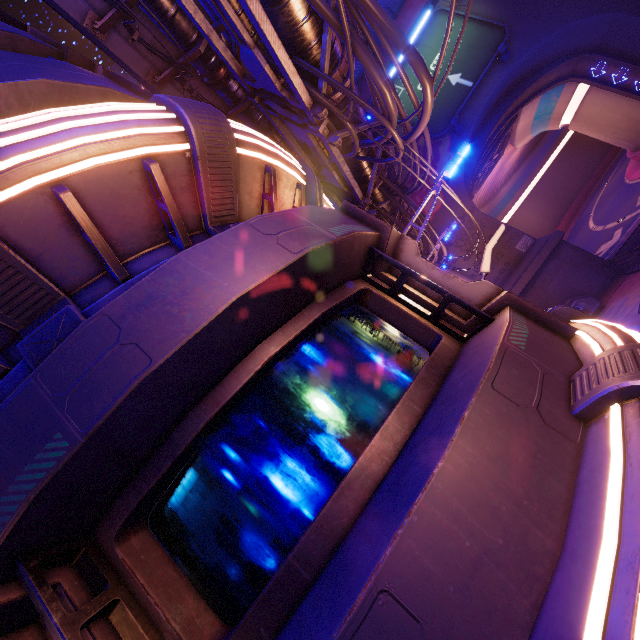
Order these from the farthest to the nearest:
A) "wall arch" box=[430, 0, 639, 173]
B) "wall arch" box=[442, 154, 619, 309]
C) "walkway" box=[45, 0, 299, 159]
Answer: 1. "wall arch" box=[430, 0, 639, 173]
2. "wall arch" box=[442, 154, 619, 309]
3. "walkway" box=[45, 0, 299, 159]

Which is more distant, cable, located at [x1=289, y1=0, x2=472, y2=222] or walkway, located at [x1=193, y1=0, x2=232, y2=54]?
walkway, located at [x1=193, y1=0, x2=232, y2=54]

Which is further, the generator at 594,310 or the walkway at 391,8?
the walkway at 391,8

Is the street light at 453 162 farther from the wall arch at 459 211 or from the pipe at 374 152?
the wall arch at 459 211

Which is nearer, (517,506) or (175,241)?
(517,506)

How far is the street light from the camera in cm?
684

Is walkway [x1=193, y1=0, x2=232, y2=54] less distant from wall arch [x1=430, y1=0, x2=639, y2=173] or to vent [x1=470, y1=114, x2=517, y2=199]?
wall arch [x1=430, y1=0, x2=639, y2=173]

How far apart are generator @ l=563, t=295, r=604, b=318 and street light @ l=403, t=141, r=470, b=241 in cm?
1448
